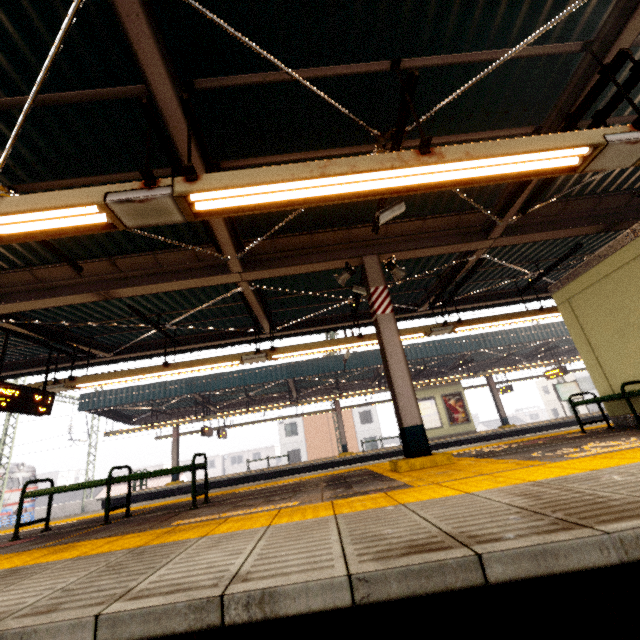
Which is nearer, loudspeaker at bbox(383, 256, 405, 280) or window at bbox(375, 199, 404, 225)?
window at bbox(375, 199, 404, 225)

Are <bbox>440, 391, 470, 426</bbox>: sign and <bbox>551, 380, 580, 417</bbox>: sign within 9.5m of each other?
yes

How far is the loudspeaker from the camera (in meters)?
6.04

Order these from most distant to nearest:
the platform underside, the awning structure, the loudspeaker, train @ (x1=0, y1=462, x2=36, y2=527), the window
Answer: train @ (x1=0, y1=462, x2=36, y2=527) < the loudspeaker < the window < the awning structure < the platform underside

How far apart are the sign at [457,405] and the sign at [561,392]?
6.41m

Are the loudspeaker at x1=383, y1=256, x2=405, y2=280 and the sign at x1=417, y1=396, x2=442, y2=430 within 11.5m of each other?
no

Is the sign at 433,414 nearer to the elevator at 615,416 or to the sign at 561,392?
the sign at 561,392

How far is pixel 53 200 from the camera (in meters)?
2.92
